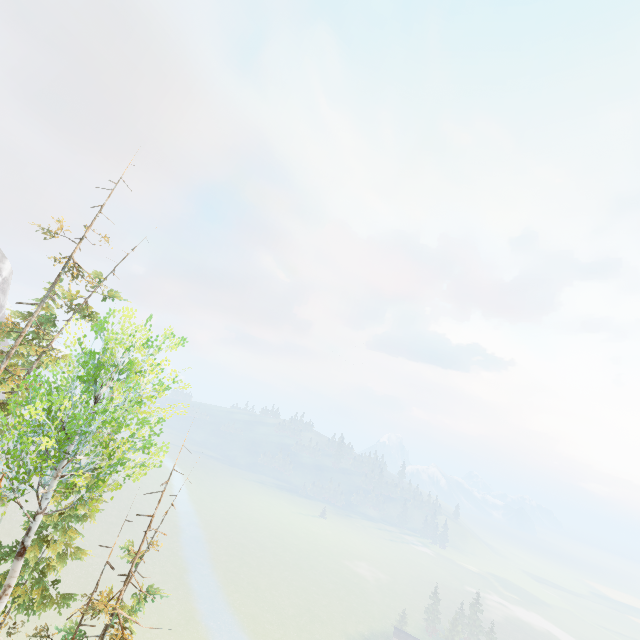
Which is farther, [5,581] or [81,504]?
[81,504]
